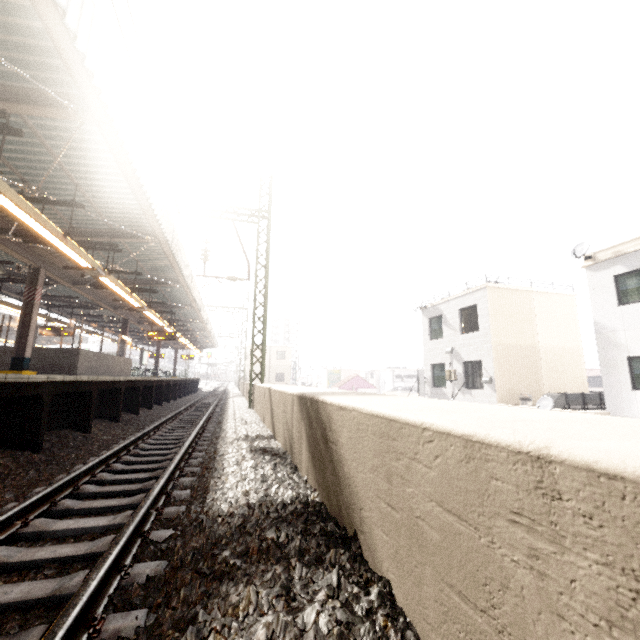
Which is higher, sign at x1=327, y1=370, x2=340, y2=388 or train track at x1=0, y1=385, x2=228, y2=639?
sign at x1=327, y1=370, x2=340, y2=388

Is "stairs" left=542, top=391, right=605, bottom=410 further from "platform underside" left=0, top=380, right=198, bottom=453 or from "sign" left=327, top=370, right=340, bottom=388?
"sign" left=327, top=370, right=340, bottom=388

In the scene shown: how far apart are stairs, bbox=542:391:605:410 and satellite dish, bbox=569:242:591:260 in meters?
5.6

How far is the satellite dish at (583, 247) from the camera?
12.5 meters

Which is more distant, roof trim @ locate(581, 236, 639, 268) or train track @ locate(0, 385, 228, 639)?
roof trim @ locate(581, 236, 639, 268)

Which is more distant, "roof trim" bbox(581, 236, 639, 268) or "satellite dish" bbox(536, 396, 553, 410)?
"satellite dish" bbox(536, 396, 553, 410)

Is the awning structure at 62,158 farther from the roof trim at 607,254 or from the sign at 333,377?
the sign at 333,377

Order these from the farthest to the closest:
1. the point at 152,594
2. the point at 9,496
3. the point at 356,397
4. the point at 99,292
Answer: the point at 99,292 → the point at 9,496 → the point at 356,397 → the point at 152,594
